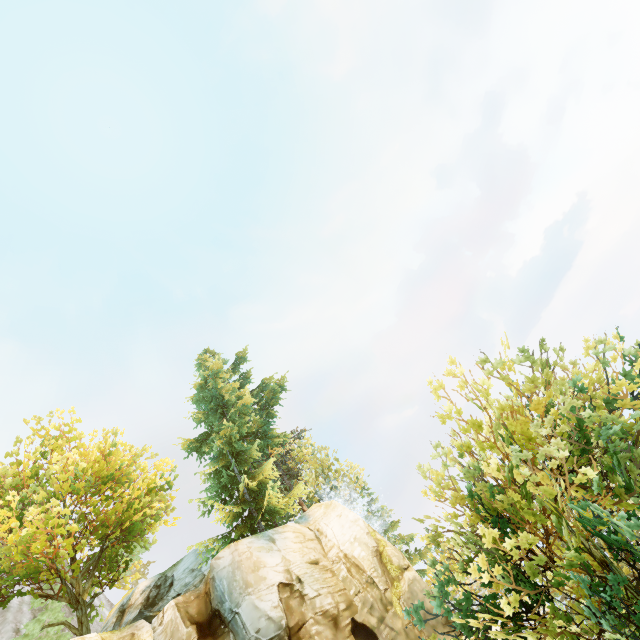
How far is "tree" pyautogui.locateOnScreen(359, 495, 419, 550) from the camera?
29.4 meters

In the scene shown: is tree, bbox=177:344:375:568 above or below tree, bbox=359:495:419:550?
above

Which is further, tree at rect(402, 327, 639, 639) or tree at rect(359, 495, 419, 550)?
tree at rect(359, 495, 419, 550)

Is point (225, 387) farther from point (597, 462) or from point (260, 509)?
point (597, 462)

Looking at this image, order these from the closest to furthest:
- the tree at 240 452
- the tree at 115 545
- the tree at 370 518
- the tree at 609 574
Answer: the tree at 609 574
the tree at 115 545
the tree at 240 452
the tree at 370 518

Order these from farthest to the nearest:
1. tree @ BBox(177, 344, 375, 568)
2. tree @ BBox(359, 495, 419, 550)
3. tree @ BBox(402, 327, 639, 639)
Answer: tree @ BBox(359, 495, 419, 550), tree @ BBox(177, 344, 375, 568), tree @ BBox(402, 327, 639, 639)

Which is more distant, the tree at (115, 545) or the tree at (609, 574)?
the tree at (115, 545)
